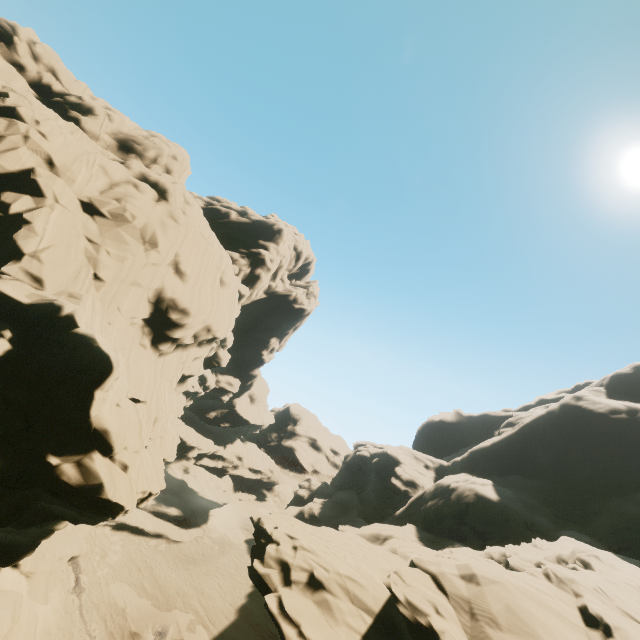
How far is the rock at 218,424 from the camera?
58.8m

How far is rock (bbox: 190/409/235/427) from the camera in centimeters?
5875cm

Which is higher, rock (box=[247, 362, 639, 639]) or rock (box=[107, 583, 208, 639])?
rock (box=[247, 362, 639, 639])

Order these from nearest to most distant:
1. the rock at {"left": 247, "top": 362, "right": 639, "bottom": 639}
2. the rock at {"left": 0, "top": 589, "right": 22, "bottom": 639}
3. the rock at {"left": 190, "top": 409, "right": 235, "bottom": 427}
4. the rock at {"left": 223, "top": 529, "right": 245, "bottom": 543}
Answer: the rock at {"left": 247, "top": 362, "right": 639, "bottom": 639}
the rock at {"left": 0, "top": 589, "right": 22, "bottom": 639}
the rock at {"left": 223, "top": 529, "right": 245, "bottom": 543}
the rock at {"left": 190, "top": 409, "right": 235, "bottom": 427}

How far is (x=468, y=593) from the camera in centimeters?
1361cm
